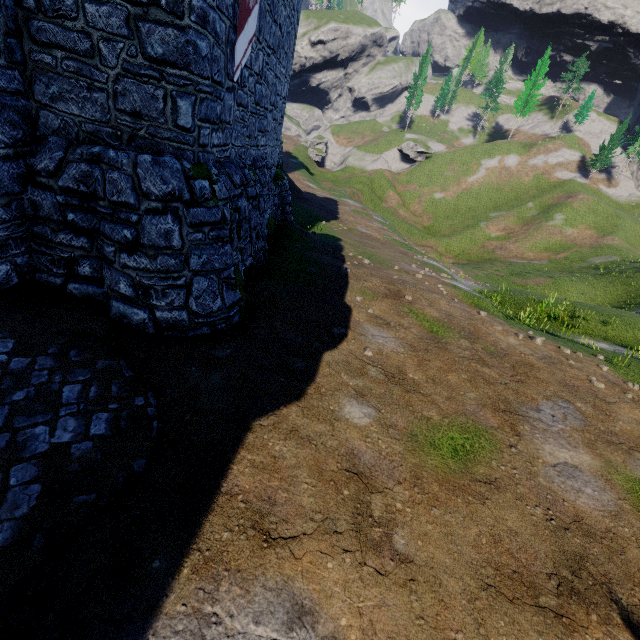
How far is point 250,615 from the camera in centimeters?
272cm

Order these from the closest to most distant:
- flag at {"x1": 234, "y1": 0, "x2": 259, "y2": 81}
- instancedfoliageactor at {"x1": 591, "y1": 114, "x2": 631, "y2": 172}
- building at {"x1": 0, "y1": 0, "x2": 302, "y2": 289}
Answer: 1. building at {"x1": 0, "y1": 0, "x2": 302, "y2": 289}
2. flag at {"x1": 234, "y1": 0, "x2": 259, "y2": 81}
3. instancedfoliageactor at {"x1": 591, "y1": 114, "x2": 631, "y2": 172}

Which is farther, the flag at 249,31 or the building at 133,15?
the flag at 249,31

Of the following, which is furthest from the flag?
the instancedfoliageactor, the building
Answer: the instancedfoliageactor

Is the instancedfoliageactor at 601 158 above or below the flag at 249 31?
above

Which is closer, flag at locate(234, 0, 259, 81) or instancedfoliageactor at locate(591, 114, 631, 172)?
flag at locate(234, 0, 259, 81)

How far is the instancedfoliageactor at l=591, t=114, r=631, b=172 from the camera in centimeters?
5612cm

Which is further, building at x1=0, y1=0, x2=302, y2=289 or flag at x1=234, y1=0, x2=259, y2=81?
flag at x1=234, y1=0, x2=259, y2=81
